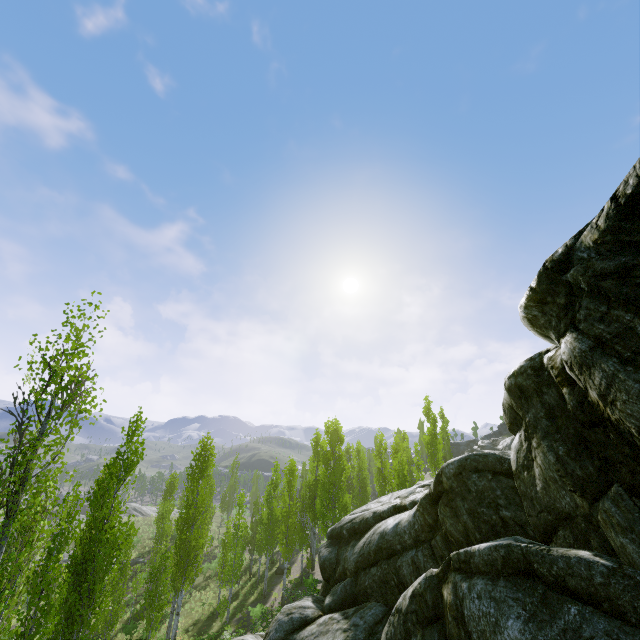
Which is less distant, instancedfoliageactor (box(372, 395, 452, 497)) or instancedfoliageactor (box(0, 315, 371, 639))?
instancedfoliageactor (box(0, 315, 371, 639))

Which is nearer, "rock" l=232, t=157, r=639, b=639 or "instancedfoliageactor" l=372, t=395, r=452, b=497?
"rock" l=232, t=157, r=639, b=639

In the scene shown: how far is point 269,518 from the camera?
32.2m

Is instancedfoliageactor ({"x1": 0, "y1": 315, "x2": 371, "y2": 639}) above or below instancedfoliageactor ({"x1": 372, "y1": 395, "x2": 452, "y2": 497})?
below

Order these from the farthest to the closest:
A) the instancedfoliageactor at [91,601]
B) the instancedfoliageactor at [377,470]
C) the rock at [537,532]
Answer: the instancedfoliageactor at [377,470], the instancedfoliageactor at [91,601], the rock at [537,532]

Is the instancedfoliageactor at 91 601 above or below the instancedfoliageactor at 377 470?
below

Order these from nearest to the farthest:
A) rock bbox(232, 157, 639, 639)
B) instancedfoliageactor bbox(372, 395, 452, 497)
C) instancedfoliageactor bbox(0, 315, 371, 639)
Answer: rock bbox(232, 157, 639, 639) → instancedfoliageactor bbox(0, 315, 371, 639) → instancedfoliageactor bbox(372, 395, 452, 497)

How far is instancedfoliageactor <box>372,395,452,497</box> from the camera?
28.51m
